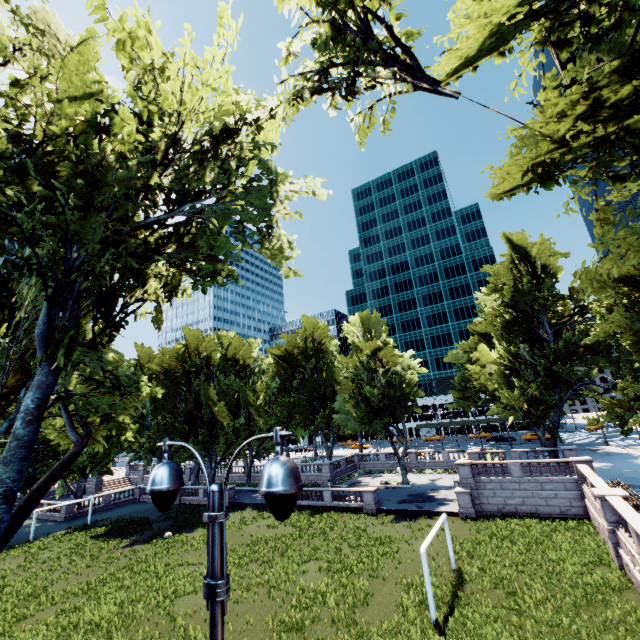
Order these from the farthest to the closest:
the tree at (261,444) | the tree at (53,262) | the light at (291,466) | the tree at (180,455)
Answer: the tree at (261,444) < the tree at (180,455) < the tree at (53,262) < the light at (291,466)

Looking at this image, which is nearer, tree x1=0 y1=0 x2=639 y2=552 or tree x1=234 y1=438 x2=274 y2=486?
tree x1=0 y1=0 x2=639 y2=552

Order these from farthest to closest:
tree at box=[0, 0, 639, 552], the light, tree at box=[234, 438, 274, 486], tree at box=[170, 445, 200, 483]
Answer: tree at box=[234, 438, 274, 486], tree at box=[170, 445, 200, 483], tree at box=[0, 0, 639, 552], the light

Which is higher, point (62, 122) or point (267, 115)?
point (267, 115)

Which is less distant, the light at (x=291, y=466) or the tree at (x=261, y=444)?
the light at (x=291, y=466)

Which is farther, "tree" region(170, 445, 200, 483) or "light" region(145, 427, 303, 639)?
"tree" region(170, 445, 200, 483)

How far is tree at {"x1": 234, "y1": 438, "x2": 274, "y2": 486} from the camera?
49.8m
